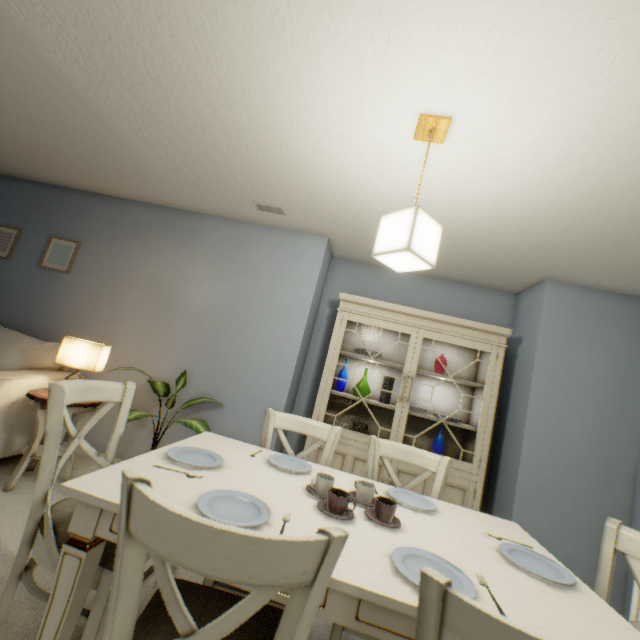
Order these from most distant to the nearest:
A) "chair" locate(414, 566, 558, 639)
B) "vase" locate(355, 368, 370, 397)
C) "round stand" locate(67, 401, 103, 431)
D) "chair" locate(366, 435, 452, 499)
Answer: "vase" locate(355, 368, 370, 397) → "round stand" locate(67, 401, 103, 431) → "chair" locate(366, 435, 452, 499) → "chair" locate(414, 566, 558, 639)

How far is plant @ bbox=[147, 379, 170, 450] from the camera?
2.5 meters

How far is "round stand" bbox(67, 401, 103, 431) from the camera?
2.3m

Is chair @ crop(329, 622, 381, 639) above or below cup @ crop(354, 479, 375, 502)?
below

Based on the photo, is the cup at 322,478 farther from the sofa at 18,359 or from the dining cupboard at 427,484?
the sofa at 18,359

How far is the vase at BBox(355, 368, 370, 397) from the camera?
2.92m

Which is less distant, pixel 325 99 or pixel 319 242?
pixel 325 99

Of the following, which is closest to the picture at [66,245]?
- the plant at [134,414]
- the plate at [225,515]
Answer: the plant at [134,414]
